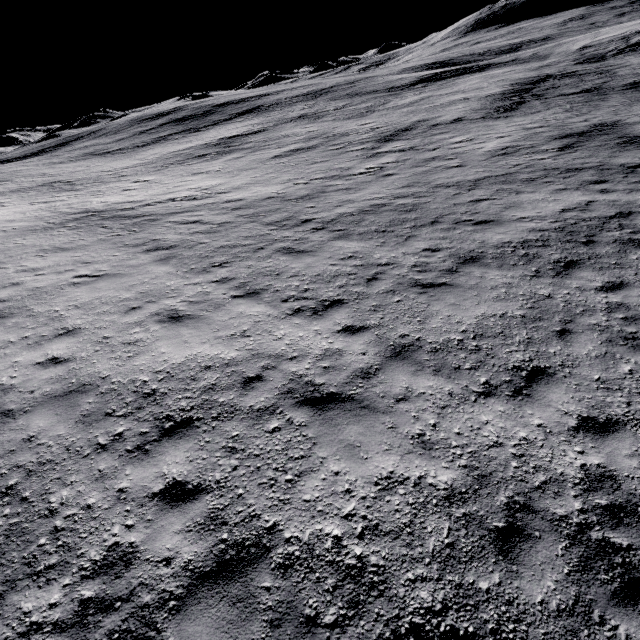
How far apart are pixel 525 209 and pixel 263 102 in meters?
62.7
